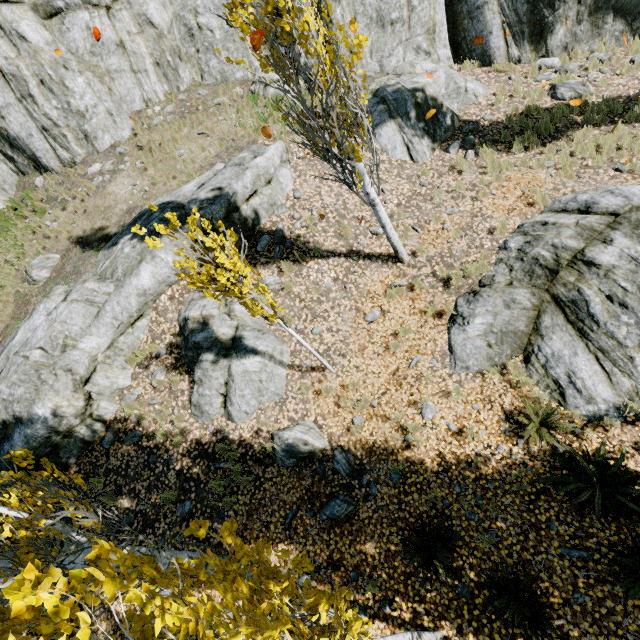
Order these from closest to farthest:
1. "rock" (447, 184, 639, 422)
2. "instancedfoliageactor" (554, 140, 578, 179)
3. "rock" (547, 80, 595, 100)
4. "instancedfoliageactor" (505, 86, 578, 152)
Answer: "rock" (447, 184, 639, 422)
"instancedfoliageactor" (554, 140, 578, 179)
"instancedfoliageactor" (505, 86, 578, 152)
"rock" (547, 80, 595, 100)

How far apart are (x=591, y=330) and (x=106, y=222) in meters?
13.3

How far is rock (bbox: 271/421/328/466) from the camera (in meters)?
6.67

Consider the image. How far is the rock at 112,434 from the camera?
8.0m

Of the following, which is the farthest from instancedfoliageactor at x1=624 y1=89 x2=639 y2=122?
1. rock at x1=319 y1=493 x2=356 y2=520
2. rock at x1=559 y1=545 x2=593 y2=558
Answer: rock at x1=319 y1=493 x2=356 y2=520

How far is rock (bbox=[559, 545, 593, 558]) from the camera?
4.7 meters

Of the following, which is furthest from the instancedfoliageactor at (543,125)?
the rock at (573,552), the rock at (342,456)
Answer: the rock at (342,456)

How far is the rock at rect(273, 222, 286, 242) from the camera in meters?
9.1
